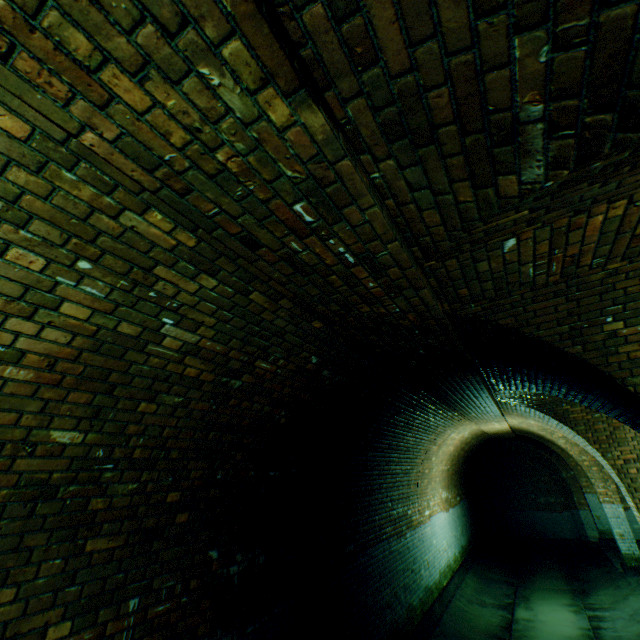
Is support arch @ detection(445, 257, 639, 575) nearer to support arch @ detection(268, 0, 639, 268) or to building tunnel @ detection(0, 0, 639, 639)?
building tunnel @ detection(0, 0, 639, 639)

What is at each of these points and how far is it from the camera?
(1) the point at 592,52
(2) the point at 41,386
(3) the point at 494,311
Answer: (1) support arch, 0.88m
(2) building tunnel, 1.90m
(3) support arch, 2.87m

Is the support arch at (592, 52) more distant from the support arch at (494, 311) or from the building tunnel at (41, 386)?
the support arch at (494, 311)

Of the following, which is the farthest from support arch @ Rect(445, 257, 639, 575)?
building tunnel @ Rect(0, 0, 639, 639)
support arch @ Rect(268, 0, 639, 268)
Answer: support arch @ Rect(268, 0, 639, 268)

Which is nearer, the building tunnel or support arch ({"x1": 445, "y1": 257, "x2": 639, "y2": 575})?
the building tunnel

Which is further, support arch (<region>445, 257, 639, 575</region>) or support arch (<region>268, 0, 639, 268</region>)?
support arch (<region>445, 257, 639, 575</region>)
